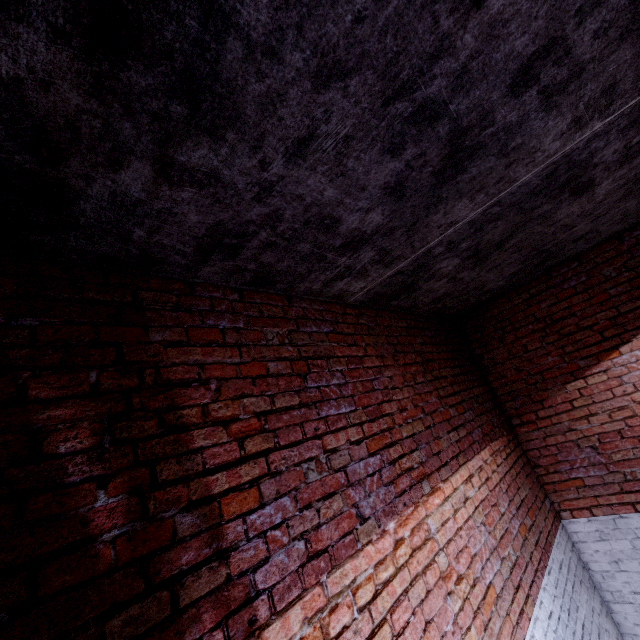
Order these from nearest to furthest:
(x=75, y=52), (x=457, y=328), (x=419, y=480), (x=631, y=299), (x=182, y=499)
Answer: (x=75, y=52) → (x=182, y=499) → (x=419, y=480) → (x=631, y=299) → (x=457, y=328)
